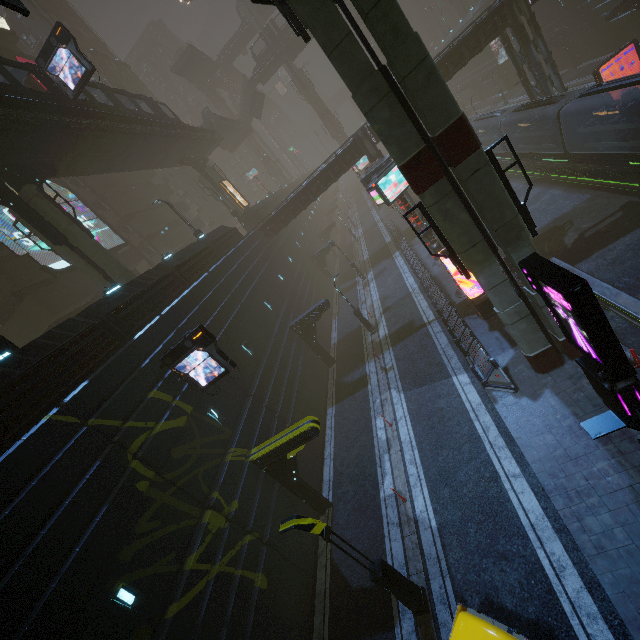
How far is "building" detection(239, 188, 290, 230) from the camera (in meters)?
36.00

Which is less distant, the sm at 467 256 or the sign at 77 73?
the sm at 467 256

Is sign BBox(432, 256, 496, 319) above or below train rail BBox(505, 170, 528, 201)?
above

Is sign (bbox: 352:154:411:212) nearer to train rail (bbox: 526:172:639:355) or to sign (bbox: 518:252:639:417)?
train rail (bbox: 526:172:639:355)

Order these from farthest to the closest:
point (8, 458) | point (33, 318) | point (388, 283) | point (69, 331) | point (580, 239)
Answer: point (388, 283) < point (33, 318) < point (580, 239) < point (69, 331) < point (8, 458)

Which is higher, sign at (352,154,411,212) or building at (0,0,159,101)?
building at (0,0,159,101)

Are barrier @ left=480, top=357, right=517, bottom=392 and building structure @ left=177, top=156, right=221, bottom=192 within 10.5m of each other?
no

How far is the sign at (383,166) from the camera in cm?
1777
